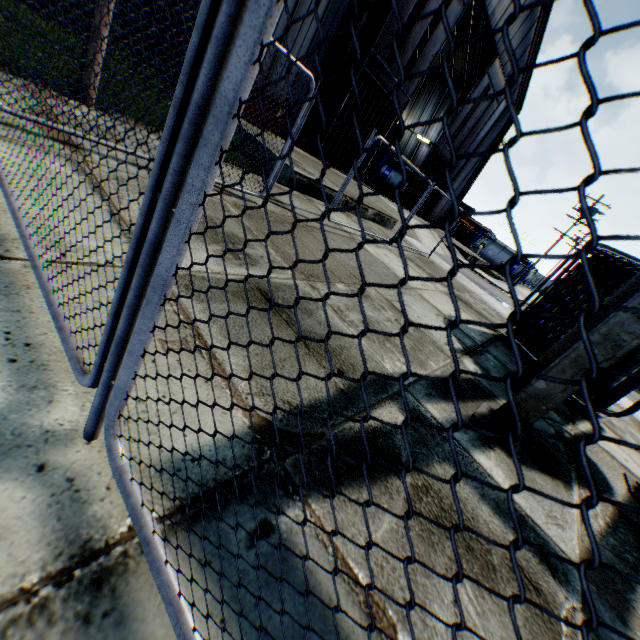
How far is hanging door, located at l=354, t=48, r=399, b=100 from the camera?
14.95m

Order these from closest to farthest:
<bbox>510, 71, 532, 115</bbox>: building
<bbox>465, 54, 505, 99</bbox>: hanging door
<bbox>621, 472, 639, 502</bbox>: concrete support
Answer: <bbox>621, 472, 639, 502</bbox>: concrete support → <bbox>465, 54, 505, 99</bbox>: hanging door → <bbox>510, 71, 532, 115</bbox>: building

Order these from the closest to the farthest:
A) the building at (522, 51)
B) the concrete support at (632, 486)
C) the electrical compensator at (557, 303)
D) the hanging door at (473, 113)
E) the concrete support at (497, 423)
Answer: the concrete support at (497, 423) < the concrete support at (632, 486) < the electrical compensator at (557, 303) < the building at (522, 51) < the hanging door at (473, 113)

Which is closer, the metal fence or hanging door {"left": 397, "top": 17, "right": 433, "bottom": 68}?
the metal fence

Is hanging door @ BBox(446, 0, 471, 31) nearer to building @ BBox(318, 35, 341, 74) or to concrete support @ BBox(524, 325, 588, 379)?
building @ BBox(318, 35, 341, 74)

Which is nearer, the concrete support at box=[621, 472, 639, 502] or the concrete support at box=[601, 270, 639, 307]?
the concrete support at box=[601, 270, 639, 307]

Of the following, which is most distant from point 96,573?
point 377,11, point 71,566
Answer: point 377,11

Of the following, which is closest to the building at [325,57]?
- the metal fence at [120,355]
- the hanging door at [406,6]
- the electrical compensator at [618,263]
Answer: the hanging door at [406,6]
